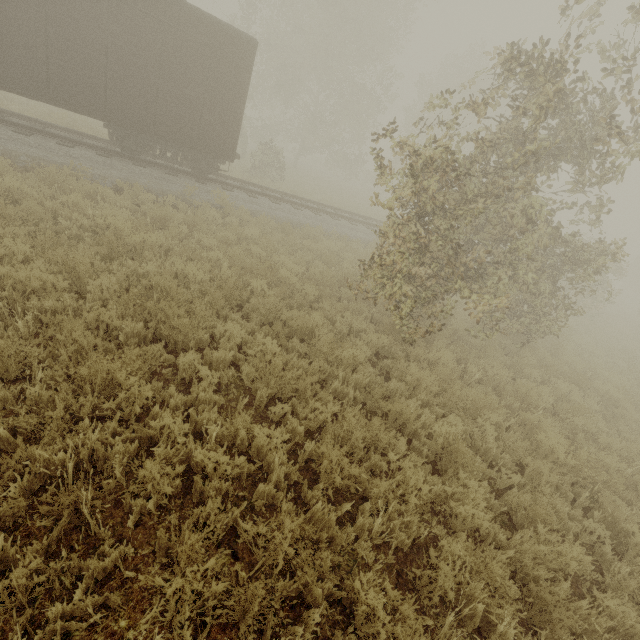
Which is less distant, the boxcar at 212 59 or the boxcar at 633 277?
the boxcar at 212 59

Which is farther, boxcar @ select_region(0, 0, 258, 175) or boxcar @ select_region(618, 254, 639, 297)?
boxcar @ select_region(618, 254, 639, 297)

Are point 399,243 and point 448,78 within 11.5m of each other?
no
